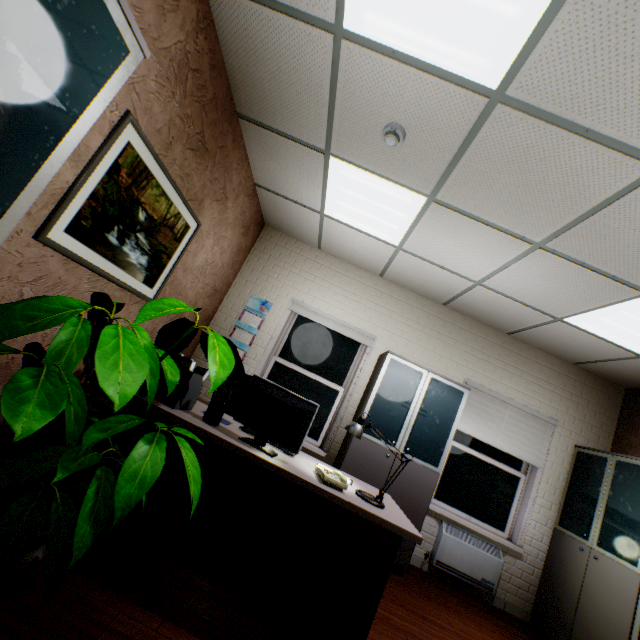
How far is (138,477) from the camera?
1.3 meters

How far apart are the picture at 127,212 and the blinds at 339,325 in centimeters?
183cm

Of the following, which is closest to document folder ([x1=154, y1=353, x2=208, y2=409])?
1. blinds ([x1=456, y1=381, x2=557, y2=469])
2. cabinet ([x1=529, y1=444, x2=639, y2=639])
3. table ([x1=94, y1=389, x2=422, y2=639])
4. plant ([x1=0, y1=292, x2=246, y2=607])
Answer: table ([x1=94, y1=389, x2=422, y2=639])

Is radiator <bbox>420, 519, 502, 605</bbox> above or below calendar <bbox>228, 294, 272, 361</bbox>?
below

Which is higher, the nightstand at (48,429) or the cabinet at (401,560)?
the nightstand at (48,429)

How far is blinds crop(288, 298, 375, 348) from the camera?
4.5m

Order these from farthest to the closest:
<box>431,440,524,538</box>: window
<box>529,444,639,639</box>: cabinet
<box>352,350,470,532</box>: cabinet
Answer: <box>431,440,524,538</box>: window → <box>352,350,470,532</box>: cabinet → <box>529,444,639,639</box>: cabinet

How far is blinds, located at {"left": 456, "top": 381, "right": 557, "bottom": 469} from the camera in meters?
4.3 m
